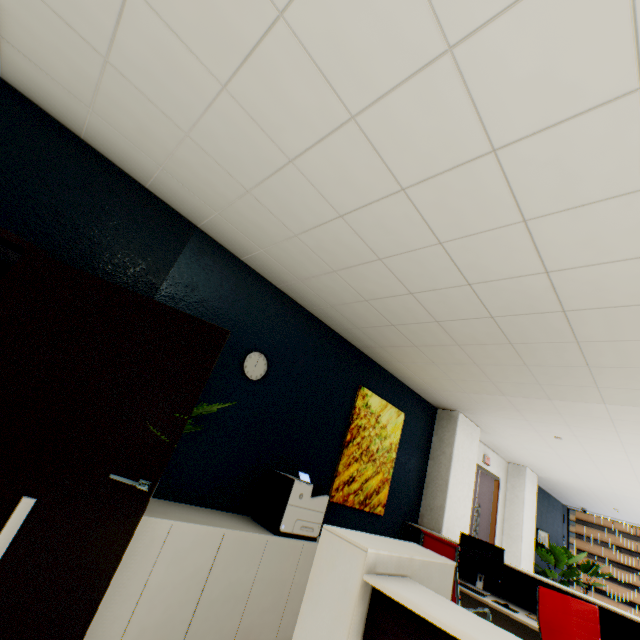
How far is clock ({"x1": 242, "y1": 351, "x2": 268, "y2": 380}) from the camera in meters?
3.2 m

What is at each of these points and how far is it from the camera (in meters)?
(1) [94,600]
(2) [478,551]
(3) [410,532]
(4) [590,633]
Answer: (1) door, 1.66
(2) monitor, 4.02
(3) computer base unit, 4.68
(4) chair, 2.24

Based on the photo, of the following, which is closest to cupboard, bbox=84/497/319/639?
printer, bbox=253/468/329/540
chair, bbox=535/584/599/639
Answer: printer, bbox=253/468/329/540

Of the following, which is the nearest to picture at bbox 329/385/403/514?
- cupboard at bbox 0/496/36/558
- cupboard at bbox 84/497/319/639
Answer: cupboard at bbox 84/497/319/639

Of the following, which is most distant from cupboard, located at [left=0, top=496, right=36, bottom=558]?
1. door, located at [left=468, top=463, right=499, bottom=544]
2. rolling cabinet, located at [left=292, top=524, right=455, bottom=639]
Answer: door, located at [left=468, top=463, right=499, bottom=544]

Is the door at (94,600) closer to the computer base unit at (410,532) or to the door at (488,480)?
the computer base unit at (410,532)

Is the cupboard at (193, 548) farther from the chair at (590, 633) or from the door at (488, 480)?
the door at (488, 480)

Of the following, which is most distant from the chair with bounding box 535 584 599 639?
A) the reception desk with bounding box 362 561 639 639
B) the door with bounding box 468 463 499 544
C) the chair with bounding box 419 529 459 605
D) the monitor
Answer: the door with bounding box 468 463 499 544
